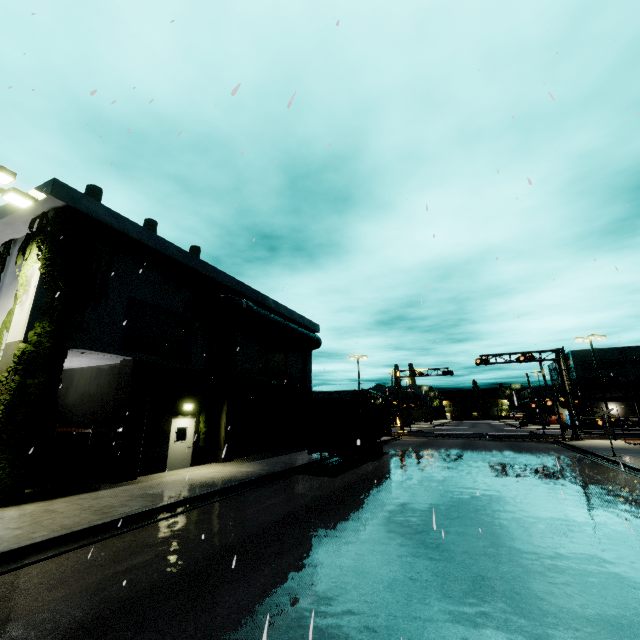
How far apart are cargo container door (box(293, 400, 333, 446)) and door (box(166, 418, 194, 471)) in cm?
521

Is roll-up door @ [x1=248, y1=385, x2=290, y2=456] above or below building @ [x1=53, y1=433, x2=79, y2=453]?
below

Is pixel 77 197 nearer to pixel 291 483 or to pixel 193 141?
pixel 193 141

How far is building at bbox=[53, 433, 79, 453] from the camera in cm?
1488

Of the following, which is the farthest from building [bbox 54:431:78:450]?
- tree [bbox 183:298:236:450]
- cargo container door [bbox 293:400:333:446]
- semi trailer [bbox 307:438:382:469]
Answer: cargo container door [bbox 293:400:333:446]

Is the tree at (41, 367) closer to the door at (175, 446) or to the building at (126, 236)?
the building at (126, 236)

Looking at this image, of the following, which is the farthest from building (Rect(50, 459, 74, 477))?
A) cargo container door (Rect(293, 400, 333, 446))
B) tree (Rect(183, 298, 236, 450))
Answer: cargo container door (Rect(293, 400, 333, 446))

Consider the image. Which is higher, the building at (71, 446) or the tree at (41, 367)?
the building at (71, 446)
